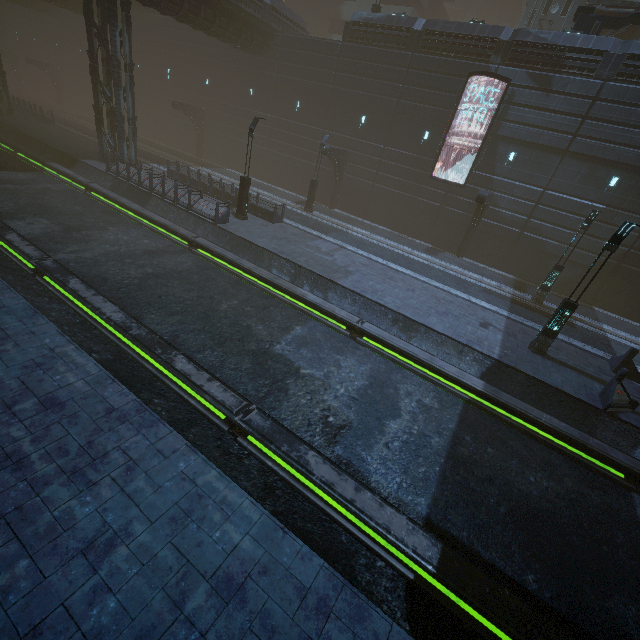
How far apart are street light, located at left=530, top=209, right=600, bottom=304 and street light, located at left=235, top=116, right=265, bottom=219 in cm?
1800

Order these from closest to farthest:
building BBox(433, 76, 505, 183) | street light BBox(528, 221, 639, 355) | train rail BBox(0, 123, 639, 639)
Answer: train rail BBox(0, 123, 639, 639) < street light BBox(528, 221, 639, 355) < building BBox(433, 76, 505, 183)

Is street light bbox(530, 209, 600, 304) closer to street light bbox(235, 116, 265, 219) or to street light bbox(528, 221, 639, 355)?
street light bbox(528, 221, 639, 355)

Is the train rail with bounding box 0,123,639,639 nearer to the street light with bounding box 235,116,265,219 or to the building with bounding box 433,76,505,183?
the building with bounding box 433,76,505,183

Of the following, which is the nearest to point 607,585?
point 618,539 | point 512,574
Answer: point 618,539

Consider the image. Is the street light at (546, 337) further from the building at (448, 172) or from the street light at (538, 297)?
→ the street light at (538, 297)

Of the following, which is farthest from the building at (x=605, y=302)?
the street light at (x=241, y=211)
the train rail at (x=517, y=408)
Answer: the street light at (x=241, y=211)

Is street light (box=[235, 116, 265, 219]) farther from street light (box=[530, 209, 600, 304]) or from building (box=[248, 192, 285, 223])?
street light (box=[530, 209, 600, 304])
